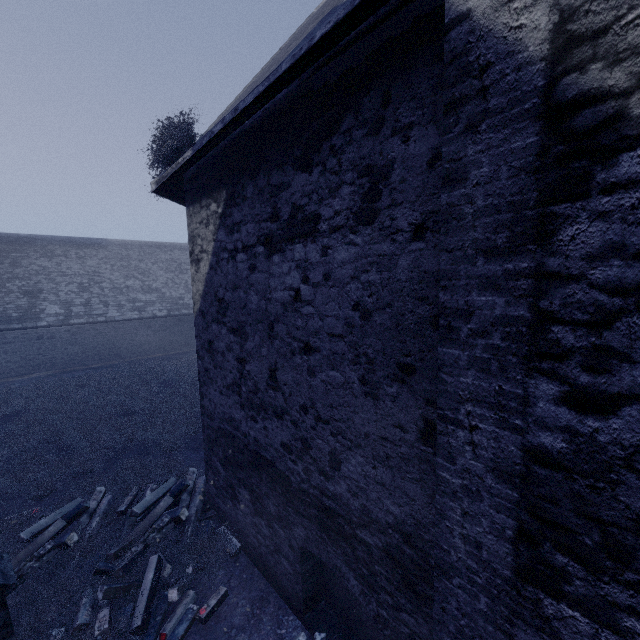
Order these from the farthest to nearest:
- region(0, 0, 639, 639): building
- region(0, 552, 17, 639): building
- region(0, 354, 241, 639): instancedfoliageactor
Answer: region(0, 354, 241, 639): instancedfoliageactor, region(0, 552, 17, 639): building, region(0, 0, 639, 639): building

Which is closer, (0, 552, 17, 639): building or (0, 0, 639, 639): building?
(0, 0, 639, 639): building

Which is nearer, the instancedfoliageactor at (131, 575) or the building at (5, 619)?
the building at (5, 619)

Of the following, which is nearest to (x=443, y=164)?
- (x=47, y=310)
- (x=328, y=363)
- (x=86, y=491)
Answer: (x=328, y=363)

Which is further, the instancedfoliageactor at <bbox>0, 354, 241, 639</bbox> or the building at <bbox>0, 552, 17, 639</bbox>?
the instancedfoliageactor at <bbox>0, 354, 241, 639</bbox>

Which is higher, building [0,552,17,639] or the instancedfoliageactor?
building [0,552,17,639]
